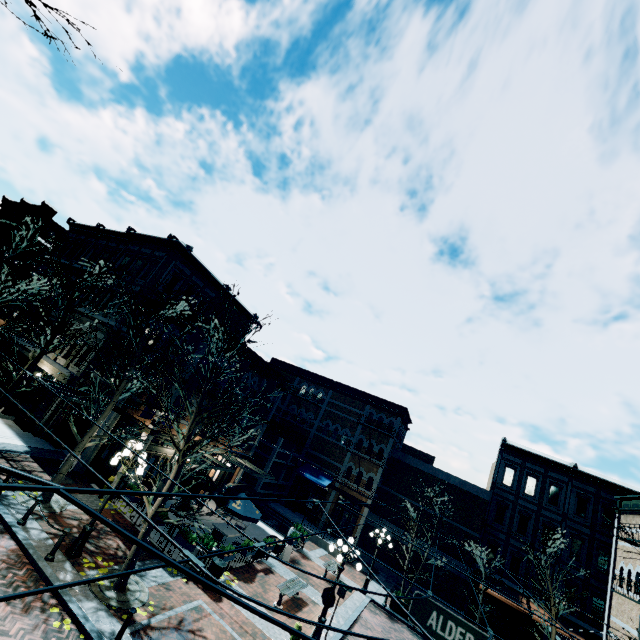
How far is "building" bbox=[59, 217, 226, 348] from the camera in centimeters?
2161cm

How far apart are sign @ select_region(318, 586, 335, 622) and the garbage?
4.00m

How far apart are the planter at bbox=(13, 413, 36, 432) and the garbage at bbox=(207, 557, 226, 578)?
13.8 meters

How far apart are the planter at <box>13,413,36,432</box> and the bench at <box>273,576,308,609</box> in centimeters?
1612cm

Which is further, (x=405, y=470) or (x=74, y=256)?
(x=405, y=470)

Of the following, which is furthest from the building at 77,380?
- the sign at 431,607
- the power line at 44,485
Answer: the sign at 431,607

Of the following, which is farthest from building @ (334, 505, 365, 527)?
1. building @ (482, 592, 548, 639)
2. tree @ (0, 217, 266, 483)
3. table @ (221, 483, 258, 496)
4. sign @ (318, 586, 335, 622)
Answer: sign @ (318, 586, 335, 622)

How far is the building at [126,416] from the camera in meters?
16.2 m
